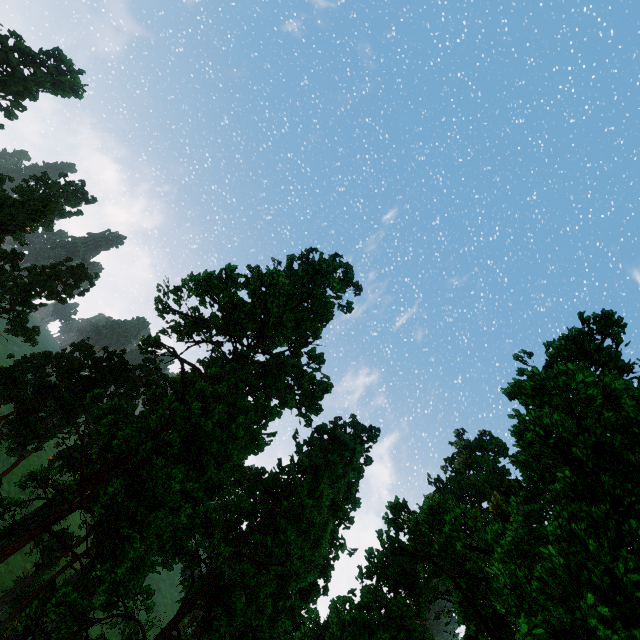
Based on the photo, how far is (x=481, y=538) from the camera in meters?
13.1 m

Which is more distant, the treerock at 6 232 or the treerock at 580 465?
the treerock at 6 232

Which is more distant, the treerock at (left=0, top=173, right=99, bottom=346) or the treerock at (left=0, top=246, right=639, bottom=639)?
the treerock at (left=0, top=173, right=99, bottom=346)
